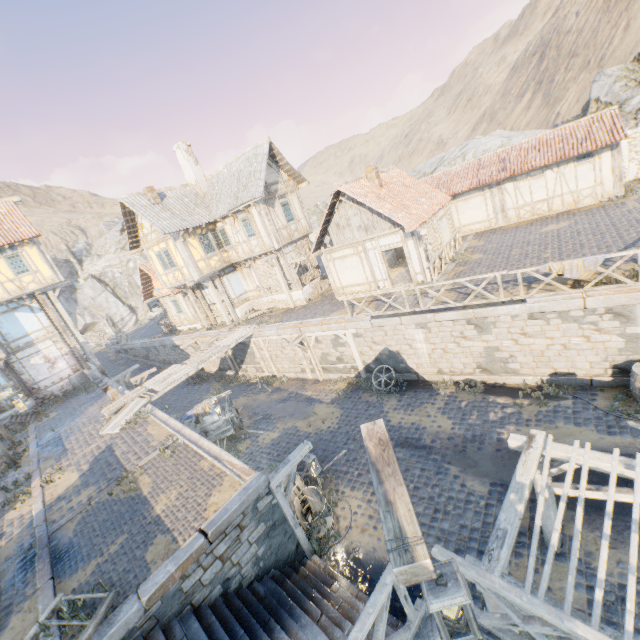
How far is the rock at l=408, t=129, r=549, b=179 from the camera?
32.0 meters

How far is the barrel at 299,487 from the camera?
9.4m

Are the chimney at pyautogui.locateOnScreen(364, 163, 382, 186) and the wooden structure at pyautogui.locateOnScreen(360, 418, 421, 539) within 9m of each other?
no

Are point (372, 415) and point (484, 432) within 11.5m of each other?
yes

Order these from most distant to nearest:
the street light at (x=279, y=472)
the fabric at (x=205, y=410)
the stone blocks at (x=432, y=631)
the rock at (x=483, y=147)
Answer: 1. the rock at (x=483, y=147)
2. the fabric at (x=205, y=410)
3. the street light at (x=279, y=472)
4. the stone blocks at (x=432, y=631)

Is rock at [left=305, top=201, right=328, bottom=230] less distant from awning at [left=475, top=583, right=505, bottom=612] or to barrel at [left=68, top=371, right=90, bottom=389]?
barrel at [left=68, top=371, right=90, bottom=389]

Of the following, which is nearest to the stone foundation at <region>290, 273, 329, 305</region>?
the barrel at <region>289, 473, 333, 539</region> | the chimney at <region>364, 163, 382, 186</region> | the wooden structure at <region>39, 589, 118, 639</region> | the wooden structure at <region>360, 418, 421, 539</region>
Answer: the chimney at <region>364, 163, 382, 186</region>

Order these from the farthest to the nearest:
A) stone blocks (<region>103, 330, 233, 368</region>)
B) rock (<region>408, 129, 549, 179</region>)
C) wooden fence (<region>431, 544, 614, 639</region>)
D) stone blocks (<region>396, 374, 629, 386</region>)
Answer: rock (<region>408, 129, 549, 179</region>)
stone blocks (<region>103, 330, 233, 368</region>)
stone blocks (<region>396, 374, 629, 386</region>)
wooden fence (<region>431, 544, 614, 639</region>)
